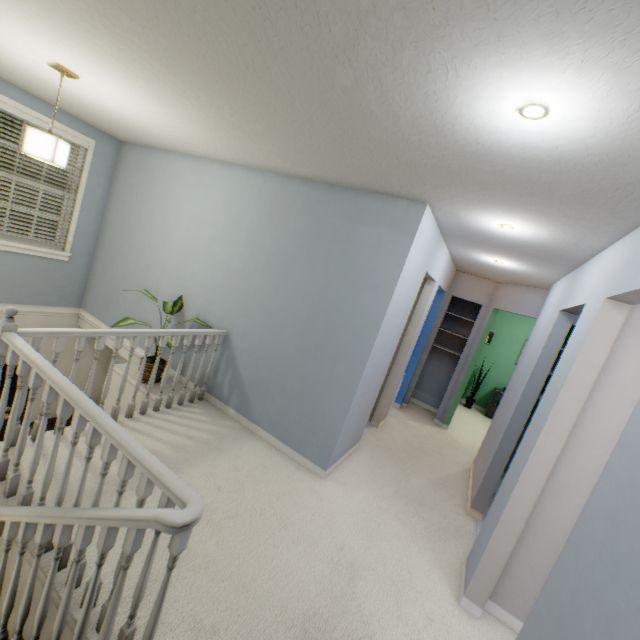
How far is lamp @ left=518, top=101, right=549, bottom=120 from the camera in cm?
110

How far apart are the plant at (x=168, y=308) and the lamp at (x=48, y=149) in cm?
115

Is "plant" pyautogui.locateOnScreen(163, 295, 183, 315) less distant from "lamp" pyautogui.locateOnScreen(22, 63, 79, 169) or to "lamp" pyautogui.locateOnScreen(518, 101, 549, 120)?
"lamp" pyautogui.locateOnScreen(22, 63, 79, 169)

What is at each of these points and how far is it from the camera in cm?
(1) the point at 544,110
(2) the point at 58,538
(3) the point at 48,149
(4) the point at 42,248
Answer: (1) lamp, 111
(2) stairs, 130
(3) lamp, 240
(4) window, 402

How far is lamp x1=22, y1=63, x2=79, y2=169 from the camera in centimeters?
236cm

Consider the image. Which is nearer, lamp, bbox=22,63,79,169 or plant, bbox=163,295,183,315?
lamp, bbox=22,63,79,169

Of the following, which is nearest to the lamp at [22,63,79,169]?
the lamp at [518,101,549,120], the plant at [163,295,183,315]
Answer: the plant at [163,295,183,315]

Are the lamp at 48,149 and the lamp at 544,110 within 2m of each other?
no
